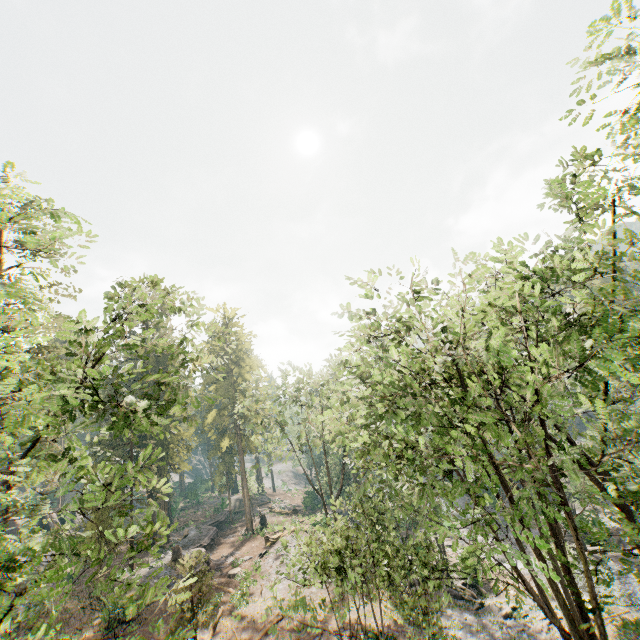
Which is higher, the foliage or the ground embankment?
the foliage

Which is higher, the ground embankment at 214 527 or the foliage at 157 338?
the foliage at 157 338

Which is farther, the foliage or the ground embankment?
the ground embankment

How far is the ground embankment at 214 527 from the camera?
33.68m

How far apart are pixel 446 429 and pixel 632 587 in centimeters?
3109cm

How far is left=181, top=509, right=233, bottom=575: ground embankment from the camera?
33.7m
